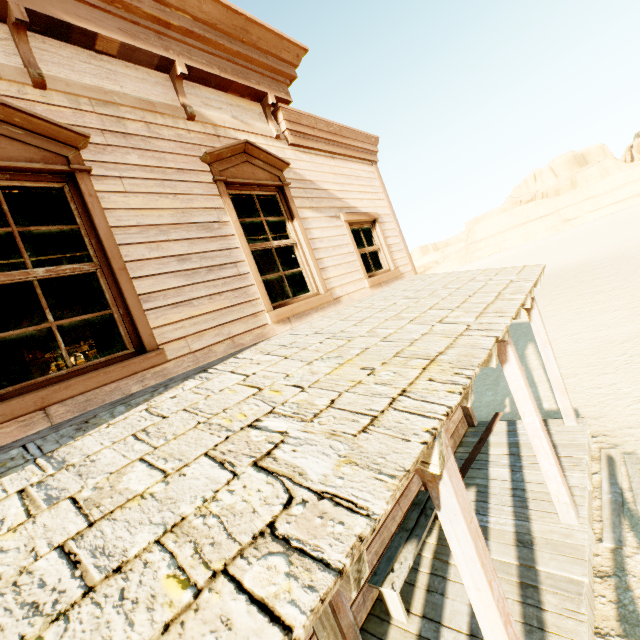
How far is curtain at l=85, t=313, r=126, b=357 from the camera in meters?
2.8

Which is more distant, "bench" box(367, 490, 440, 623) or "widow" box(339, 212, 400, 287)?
"widow" box(339, 212, 400, 287)

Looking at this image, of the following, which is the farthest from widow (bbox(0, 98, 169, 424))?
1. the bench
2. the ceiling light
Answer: the ceiling light

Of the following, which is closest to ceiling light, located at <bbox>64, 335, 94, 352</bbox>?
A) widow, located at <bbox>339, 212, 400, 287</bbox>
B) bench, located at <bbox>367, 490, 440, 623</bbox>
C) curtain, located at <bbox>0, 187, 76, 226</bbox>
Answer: curtain, located at <bbox>0, 187, 76, 226</bbox>

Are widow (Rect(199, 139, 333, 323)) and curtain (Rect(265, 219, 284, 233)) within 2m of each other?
yes

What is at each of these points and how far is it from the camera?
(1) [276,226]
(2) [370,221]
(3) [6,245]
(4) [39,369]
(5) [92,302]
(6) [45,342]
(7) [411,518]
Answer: (1) curtain, 4.7m
(2) widow, 6.3m
(3) curtain, 2.5m
(4) door, 10.5m
(5) curtain, 2.8m
(6) building, 10.7m
(7) bench, 4.5m

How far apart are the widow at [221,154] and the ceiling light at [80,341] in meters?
4.9 m

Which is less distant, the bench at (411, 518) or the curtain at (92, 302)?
the curtain at (92, 302)
